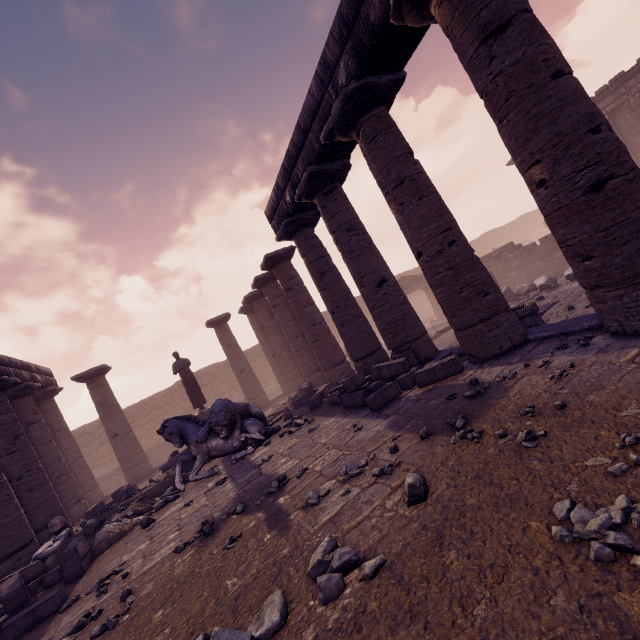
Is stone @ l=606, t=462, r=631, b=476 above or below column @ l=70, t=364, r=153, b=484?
below

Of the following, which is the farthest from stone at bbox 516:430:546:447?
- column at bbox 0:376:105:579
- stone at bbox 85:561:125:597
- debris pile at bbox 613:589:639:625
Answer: column at bbox 0:376:105:579

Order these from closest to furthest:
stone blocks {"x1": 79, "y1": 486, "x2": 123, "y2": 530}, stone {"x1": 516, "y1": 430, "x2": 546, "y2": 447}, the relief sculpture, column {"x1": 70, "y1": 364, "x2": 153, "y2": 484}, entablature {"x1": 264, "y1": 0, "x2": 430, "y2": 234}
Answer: stone {"x1": 516, "y1": 430, "x2": 546, "y2": 447} < entablature {"x1": 264, "y1": 0, "x2": 430, "y2": 234} < stone blocks {"x1": 79, "y1": 486, "x2": 123, "y2": 530} < column {"x1": 70, "y1": 364, "x2": 153, "y2": 484} < the relief sculpture

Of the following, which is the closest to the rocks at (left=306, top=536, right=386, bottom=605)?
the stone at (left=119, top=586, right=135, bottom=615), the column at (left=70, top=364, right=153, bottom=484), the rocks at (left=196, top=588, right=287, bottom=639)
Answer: the rocks at (left=196, top=588, right=287, bottom=639)

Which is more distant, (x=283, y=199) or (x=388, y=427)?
(x=283, y=199)

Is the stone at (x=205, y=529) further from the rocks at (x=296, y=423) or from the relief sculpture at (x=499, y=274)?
the relief sculpture at (x=499, y=274)

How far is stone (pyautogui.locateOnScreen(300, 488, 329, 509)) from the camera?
3.9m

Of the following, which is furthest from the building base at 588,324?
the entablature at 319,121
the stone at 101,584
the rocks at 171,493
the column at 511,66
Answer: the entablature at 319,121
